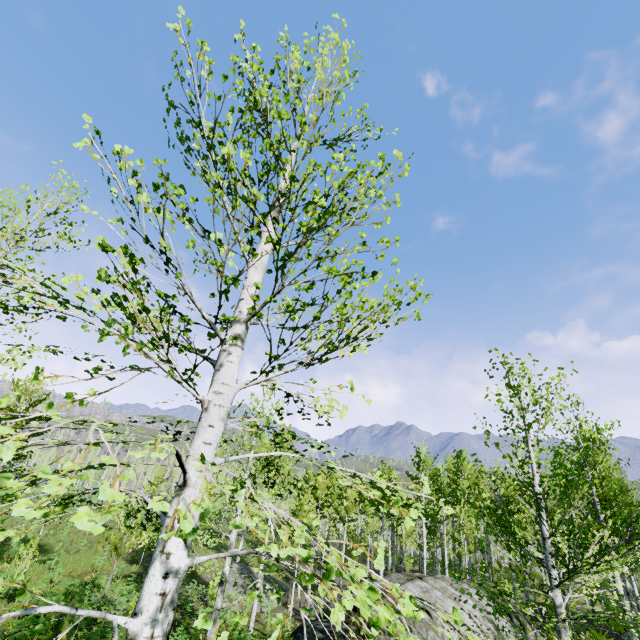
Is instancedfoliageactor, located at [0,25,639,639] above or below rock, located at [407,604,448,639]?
above

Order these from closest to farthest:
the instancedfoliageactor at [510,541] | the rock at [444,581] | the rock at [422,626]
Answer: the instancedfoliageactor at [510,541], the rock at [422,626], the rock at [444,581]

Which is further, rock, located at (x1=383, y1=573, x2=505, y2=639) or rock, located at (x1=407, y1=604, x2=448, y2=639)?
rock, located at (x1=383, y1=573, x2=505, y2=639)

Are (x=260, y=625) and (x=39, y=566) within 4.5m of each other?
no

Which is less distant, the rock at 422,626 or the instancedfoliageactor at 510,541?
the instancedfoliageactor at 510,541

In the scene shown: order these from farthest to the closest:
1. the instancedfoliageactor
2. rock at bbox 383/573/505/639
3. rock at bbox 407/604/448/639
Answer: rock at bbox 383/573/505/639, rock at bbox 407/604/448/639, the instancedfoliageactor

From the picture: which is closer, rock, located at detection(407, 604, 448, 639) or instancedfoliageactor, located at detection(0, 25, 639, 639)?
instancedfoliageactor, located at detection(0, 25, 639, 639)
